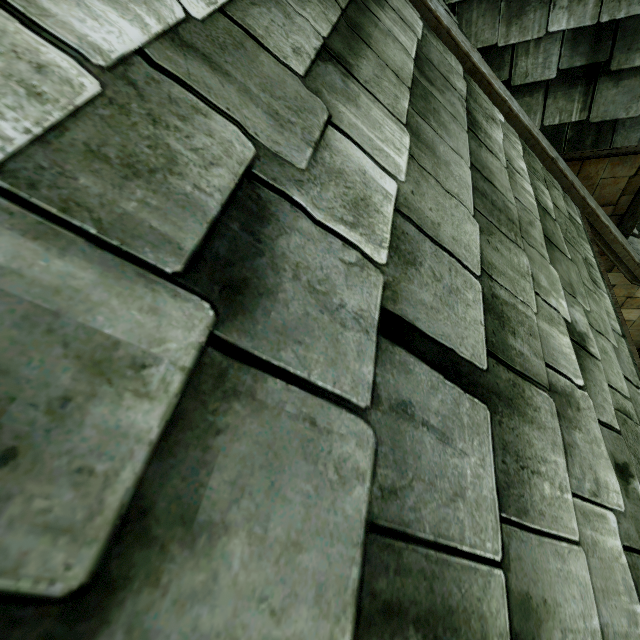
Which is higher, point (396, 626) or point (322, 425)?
point (322, 425)
